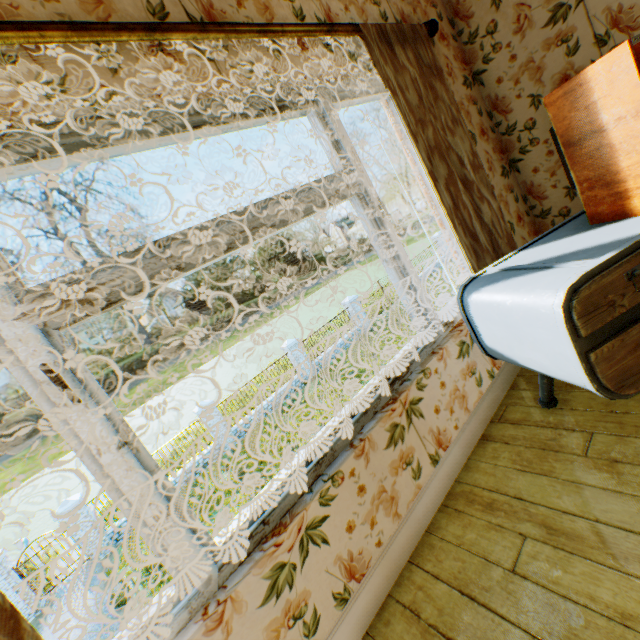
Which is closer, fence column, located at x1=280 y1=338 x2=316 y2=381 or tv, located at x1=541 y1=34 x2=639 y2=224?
tv, located at x1=541 y1=34 x2=639 y2=224

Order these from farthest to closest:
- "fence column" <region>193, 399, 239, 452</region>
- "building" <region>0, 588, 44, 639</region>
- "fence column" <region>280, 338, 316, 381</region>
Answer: "fence column" <region>280, 338, 316, 381</region>
"fence column" <region>193, 399, 239, 452</region>
"building" <region>0, 588, 44, 639</region>

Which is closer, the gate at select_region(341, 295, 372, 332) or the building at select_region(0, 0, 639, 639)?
the building at select_region(0, 0, 639, 639)

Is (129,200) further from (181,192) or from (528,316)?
(528,316)

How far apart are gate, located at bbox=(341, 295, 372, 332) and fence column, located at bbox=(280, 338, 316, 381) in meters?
4.4

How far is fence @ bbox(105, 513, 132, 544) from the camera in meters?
12.0 m

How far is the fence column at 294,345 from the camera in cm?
1727

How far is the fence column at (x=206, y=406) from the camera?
14.3 meters
